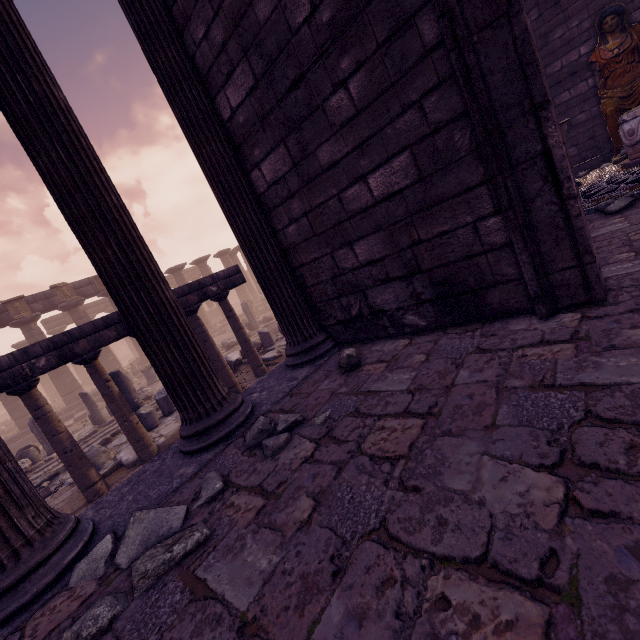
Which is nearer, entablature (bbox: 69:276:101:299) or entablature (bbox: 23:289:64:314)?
entablature (bbox: 23:289:64:314)

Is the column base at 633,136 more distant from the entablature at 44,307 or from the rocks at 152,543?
the entablature at 44,307

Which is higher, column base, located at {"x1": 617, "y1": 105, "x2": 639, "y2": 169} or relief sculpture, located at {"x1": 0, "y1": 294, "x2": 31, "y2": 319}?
relief sculpture, located at {"x1": 0, "y1": 294, "x2": 31, "y2": 319}

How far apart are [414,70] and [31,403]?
7.5m

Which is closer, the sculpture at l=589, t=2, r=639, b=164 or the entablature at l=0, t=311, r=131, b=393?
the entablature at l=0, t=311, r=131, b=393

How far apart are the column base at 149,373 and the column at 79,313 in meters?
4.9 m

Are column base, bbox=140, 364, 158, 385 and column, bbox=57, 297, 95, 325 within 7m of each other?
yes

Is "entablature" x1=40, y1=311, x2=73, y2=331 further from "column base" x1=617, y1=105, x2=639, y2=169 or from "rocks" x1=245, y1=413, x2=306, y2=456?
"column base" x1=617, y1=105, x2=639, y2=169
